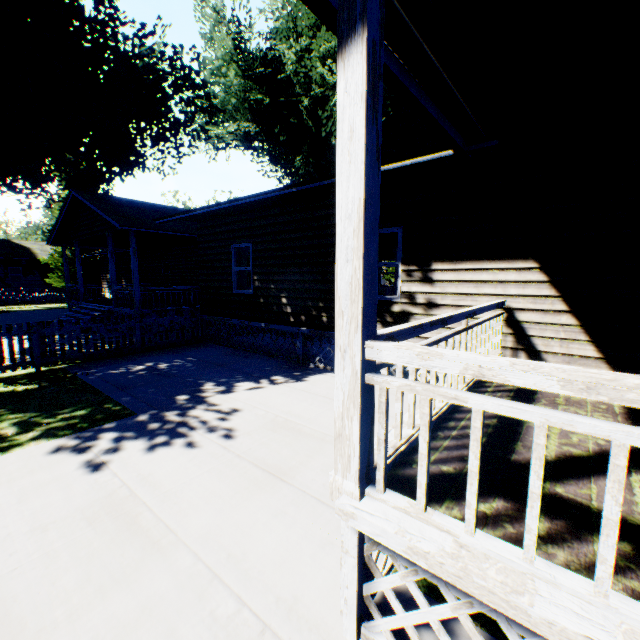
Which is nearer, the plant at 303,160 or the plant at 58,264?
the plant at 303,160

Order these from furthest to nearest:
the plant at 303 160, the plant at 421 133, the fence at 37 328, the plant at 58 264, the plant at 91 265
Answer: the plant at 91 265 → the plant at 421 133 → the plant at 58 264 → the plant at 303 160 → the fence at 37 328

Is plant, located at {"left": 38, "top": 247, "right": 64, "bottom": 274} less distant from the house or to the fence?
the house

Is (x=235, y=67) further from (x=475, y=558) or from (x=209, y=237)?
(x=475, y=558)

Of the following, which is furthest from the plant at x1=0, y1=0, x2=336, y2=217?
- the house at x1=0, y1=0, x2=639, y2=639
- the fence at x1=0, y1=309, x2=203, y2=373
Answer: the fence at x1=0, y1=309, x2=203, y2=373
